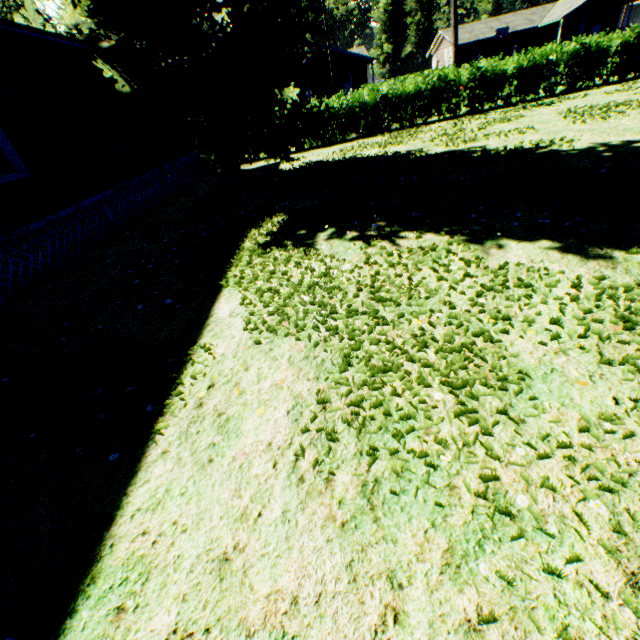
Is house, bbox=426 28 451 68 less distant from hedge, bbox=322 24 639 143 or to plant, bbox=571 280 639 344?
plant, bbox=571 280 639 344

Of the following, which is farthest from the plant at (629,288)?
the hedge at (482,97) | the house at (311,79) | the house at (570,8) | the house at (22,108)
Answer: the house at (311,79)

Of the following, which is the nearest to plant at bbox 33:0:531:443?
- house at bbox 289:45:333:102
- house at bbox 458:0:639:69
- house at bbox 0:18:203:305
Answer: house at bbox 0:18:203:305

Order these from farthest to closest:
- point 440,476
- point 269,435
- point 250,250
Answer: point 250,250 → point 269,435 → point 440,476

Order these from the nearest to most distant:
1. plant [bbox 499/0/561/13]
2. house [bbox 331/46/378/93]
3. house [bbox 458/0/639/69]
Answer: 1. house [bbox 331/46/378/93]
2. house [bbox 458/0/639/69]
3. plant [bbox 499/0/561/13]

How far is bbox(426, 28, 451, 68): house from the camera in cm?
4353

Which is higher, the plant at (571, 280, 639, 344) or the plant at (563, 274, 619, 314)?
the plant at (563, 274, 619, 314)

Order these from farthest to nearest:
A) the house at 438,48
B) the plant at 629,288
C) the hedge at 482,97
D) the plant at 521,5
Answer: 1. the plant at 521,5
2. the house at 438,48
3. the hedge at 482,97
4. the plant at 629,288
